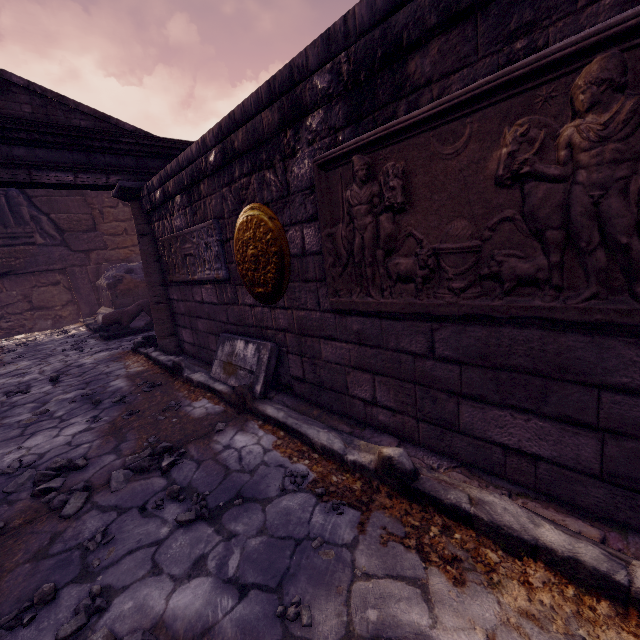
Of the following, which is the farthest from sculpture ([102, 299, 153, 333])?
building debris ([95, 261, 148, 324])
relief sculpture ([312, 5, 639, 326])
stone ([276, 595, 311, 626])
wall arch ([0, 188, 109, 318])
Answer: stone ([276, 595, 311, 626])

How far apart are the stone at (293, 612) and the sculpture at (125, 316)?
8.5 meters

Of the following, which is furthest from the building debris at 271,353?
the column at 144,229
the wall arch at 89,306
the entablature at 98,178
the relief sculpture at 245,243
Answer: the wall arch at 89,306

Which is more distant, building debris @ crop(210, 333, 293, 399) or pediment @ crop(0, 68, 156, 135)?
pediment @ crop(0, 68, 156, 135)

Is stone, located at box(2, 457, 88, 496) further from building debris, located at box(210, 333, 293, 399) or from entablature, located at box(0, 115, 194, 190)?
entablature, located at box(0, 115, 194, 190)

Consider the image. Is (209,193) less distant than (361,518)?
No

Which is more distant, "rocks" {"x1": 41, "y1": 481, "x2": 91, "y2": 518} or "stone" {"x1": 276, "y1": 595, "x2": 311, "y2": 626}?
"rocks" {"x1": 41, "y1": 481, "x2": 91, "y2": 518}

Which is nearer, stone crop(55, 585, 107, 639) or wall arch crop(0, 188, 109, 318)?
stone crop(55, 585, 107, 639)
